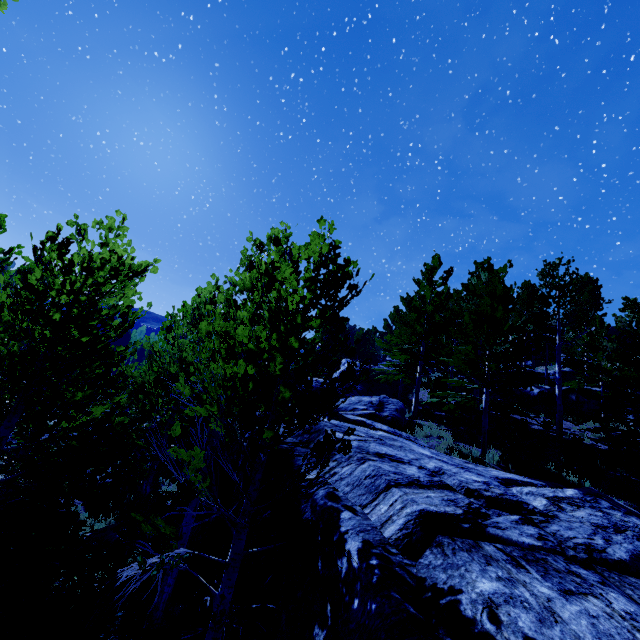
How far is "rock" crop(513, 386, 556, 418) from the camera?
19.2 meters

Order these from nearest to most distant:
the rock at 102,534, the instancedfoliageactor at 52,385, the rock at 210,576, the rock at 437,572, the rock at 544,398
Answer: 1. the rock at 437,572
2. the instancedfoliageactor at 52,385
3. the rock at 210,576
4. the rock at 102,534
5. the rock at 544,398

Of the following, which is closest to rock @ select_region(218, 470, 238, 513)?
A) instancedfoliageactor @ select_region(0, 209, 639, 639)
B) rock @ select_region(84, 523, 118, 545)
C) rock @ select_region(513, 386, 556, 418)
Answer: instancedfoliageactor @ select_region(0, 209, 639, 639)

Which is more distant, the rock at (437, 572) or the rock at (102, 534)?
the rock at (102, 534)

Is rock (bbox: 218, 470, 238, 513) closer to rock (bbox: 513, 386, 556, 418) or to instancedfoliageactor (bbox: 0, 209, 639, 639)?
instancedfoliageactor (bbox: 0, 209, 639, 639)

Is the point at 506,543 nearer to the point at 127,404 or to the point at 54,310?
the point at 54,310

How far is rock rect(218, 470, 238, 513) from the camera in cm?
819
